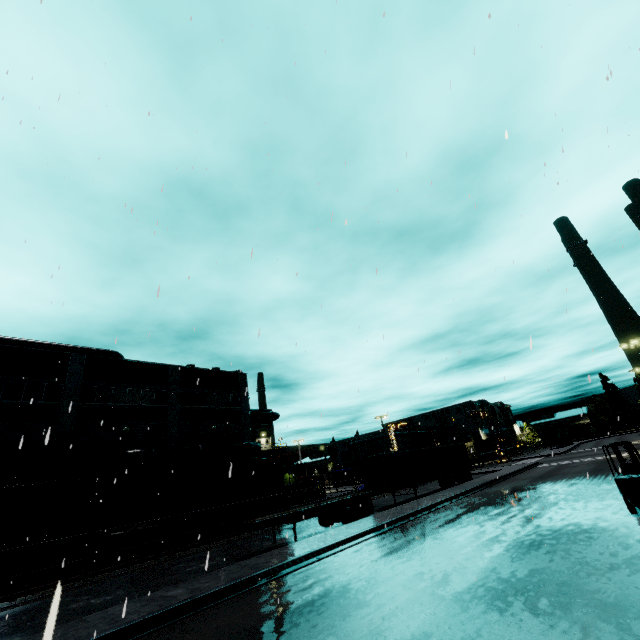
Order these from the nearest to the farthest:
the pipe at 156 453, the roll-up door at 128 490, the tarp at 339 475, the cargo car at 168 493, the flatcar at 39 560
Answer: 1. the flatcar at 39 560
2. the cargo car at 168 493
3. the roll-up door at 128 490
4. the pipe at 156 453
5. the tarp at 339 475

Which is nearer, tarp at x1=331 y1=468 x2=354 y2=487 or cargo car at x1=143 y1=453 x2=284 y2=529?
cargo car at x1=143 y1=453 x2=284 y2=529

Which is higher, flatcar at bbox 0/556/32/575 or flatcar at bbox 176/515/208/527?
flatcar at bbox 176/515/208/527

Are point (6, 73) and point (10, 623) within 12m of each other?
no

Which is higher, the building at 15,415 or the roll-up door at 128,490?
the building at 15,415

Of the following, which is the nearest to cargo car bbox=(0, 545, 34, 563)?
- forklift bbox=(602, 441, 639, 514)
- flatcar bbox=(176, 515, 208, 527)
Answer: flatcar bbox=(176, 515, 208, 527)

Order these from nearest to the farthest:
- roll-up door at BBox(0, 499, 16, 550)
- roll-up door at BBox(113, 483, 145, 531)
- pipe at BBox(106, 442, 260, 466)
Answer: roll-up door at BBox(0, 499, 16, 550), roll-up door at BBox(113, 483, 145, 531), pipe at BBox(106, 442, 260, 466)

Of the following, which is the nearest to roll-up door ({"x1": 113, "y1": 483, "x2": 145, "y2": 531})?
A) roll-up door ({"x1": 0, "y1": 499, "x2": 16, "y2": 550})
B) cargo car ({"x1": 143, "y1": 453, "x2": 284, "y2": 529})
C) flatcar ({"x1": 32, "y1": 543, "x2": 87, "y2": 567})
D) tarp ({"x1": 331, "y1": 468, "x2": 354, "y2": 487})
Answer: cargo car ({"x1": 143, "y1": 453, "x2": 284, "y2": 529})
